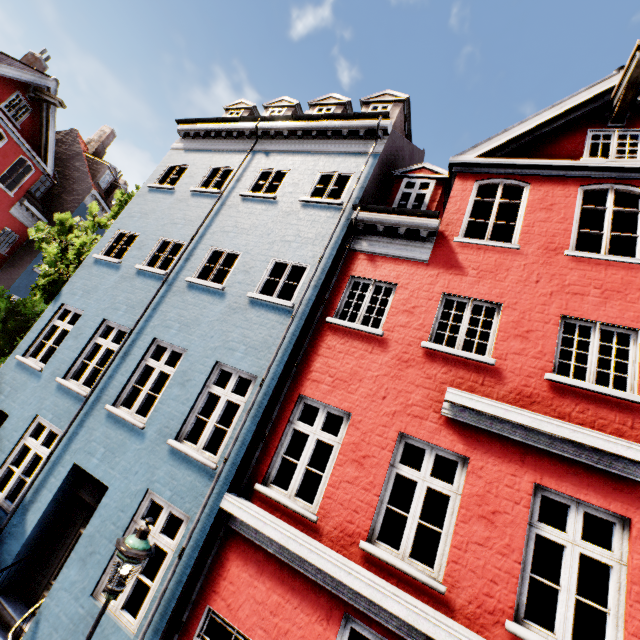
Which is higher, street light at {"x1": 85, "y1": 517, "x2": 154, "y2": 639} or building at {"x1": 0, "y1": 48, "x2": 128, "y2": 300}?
building at {"x1": 0, "y1": 48, "x2": 128, "y2": 300}

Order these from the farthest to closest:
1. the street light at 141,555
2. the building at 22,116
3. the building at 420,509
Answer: the building at 22,116
the building at 420,509
the street light at 141,555

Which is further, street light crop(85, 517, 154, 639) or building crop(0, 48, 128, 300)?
building crop(0, 48, 128, 300)

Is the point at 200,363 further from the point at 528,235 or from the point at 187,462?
the point at 528,235

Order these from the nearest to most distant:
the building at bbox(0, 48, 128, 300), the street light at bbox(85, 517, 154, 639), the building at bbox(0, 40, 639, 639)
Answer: the street light at bbox(85, 517, 154, 639) → the building at bbox(0, 40, 639, 639) → the building at bbox(0, 48, 128, 300)

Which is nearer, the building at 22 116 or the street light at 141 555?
the street light at 141 555

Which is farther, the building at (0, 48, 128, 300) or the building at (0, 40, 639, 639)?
the building at (0, 48, 128, 300)
